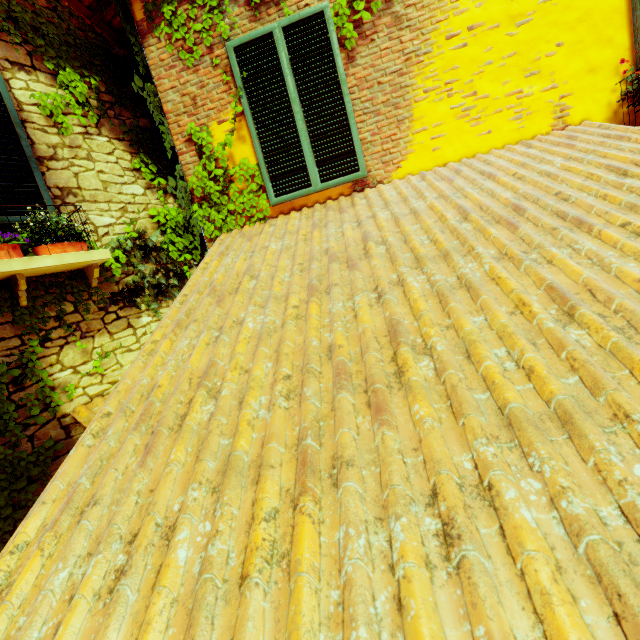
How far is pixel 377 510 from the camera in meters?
1.0 m

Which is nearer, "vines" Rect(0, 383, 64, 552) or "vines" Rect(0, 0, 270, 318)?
"vines" Rect(0, 383, 64, 552)

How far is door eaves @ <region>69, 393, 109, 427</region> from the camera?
3.21m

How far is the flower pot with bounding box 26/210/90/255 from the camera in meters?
3.0 m

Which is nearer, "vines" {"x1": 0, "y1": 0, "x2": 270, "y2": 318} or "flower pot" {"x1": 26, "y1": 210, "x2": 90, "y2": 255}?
"flower pot" {"x1": 26, "y1": 210, "x2": 90, "y2": 255}

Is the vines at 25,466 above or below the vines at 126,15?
below

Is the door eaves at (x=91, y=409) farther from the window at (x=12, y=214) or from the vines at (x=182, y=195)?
the window at (x=12, y=214)

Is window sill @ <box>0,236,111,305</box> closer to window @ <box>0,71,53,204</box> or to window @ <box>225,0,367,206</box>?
window @ <box>0,71,53,204</box>
